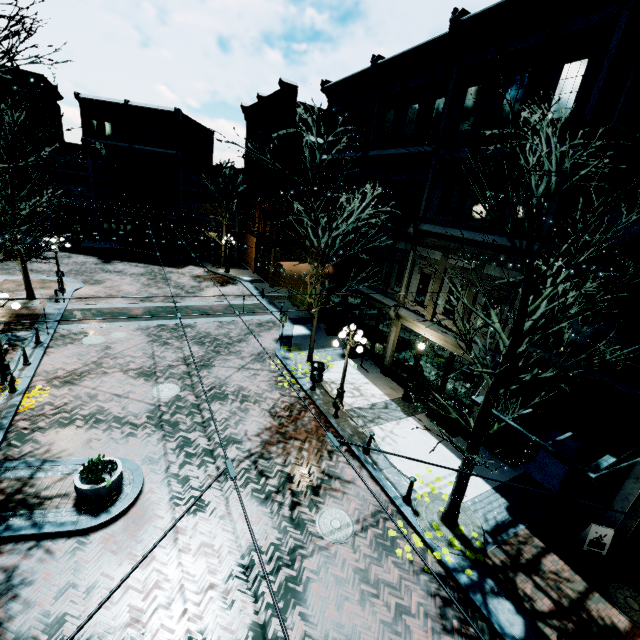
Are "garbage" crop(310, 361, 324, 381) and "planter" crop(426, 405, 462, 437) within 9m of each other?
yes

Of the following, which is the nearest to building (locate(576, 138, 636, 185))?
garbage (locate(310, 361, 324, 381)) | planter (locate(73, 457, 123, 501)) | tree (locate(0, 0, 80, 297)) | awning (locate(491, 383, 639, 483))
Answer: awning (locate(491, 383, 639, 483))

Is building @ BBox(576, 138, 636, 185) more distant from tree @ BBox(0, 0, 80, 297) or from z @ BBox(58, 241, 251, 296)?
tree @ BBox(0, 0, 80, 297)

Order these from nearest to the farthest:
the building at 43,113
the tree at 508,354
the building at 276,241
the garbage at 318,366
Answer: the tree at 508,354
the garbage at 318,366
the building at 276,241
the building at 43,113

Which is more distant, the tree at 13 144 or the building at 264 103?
the building at 264 103

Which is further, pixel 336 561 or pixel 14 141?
pixel 14 141

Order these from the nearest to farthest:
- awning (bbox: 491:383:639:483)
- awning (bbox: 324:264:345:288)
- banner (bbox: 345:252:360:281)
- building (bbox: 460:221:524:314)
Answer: awning (bbox: 491:383:639:483), building (bbox: 460:221:524:314), banner (bbox: 345:252:360:281), awning (bbox: 324:264:345:288)

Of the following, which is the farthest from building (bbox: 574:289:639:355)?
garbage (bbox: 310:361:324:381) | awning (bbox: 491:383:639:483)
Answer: garbage (bbox: 310:361:324:381)
